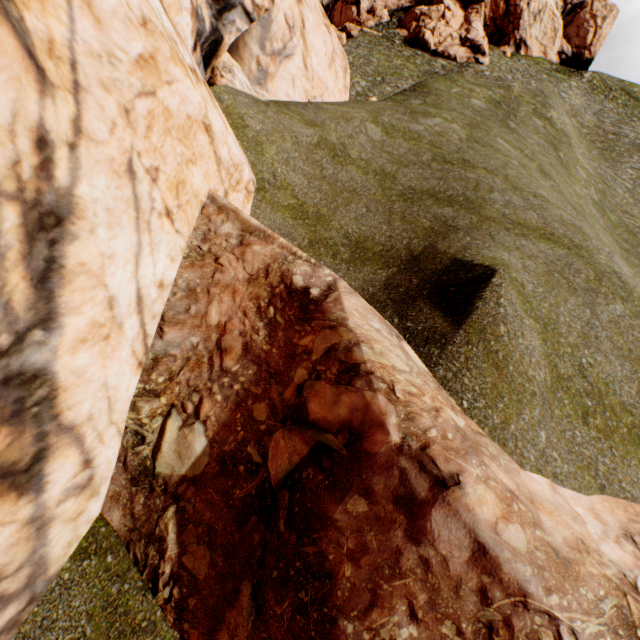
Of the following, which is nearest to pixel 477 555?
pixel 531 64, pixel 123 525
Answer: pixel 123 525
